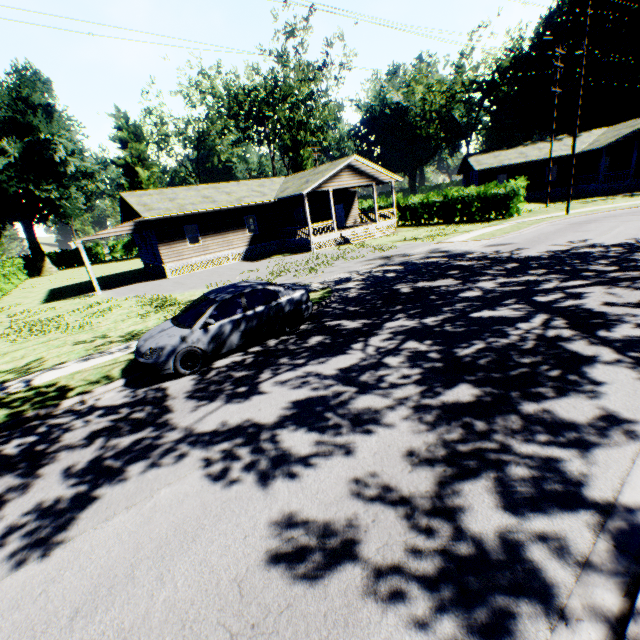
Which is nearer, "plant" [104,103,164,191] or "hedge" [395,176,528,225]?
"hedge" [395,176,528,225]

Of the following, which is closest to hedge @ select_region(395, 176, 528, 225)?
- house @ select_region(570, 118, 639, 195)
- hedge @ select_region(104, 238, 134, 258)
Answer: house @ select_region(570, 118, 639, 195)

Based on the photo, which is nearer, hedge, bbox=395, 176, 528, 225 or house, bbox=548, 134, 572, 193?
hedge, bbox=395, 176, 528, 225

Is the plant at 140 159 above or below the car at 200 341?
above

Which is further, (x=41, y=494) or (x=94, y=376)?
(x=94, y=376)

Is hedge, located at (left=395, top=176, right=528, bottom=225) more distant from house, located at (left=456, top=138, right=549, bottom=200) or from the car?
the car

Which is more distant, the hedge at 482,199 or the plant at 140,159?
the plant at 140,159

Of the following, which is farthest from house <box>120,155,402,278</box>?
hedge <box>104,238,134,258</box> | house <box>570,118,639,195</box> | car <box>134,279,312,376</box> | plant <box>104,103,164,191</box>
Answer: hedge <box>104,238,134,258</box>
